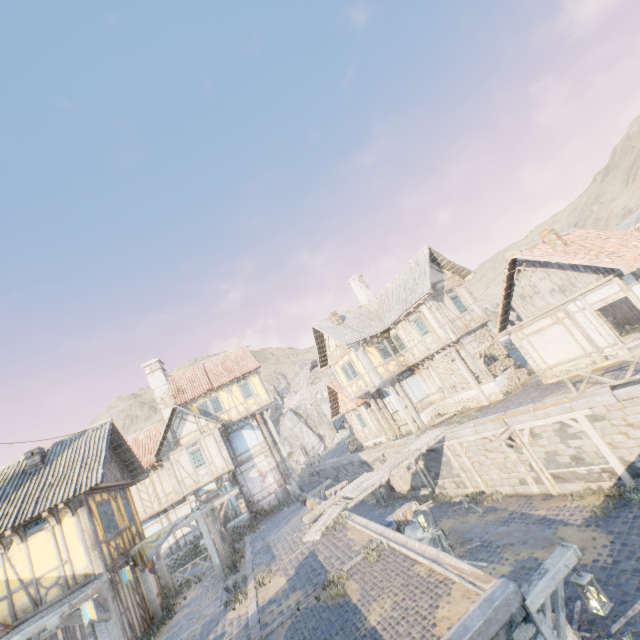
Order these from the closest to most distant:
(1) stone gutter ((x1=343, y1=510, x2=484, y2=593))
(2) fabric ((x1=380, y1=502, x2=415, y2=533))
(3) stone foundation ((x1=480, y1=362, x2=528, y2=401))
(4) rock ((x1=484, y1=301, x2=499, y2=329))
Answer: (1) stone gutter ((x1=343, y1=510, x2=484, y2=593))
(2) fabric ((x1=380, y1=502, x2=415, y2=533))
(3) stone foundation ((x1=480, y1=362, x2=528, y2=401))
(4) rock ((x1=484, y1=301, x2=499, y2=329))

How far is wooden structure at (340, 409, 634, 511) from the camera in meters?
11.3

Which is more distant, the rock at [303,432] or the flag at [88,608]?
the rock at [303,432]

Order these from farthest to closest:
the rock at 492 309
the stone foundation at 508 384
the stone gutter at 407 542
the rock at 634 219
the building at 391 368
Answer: the rock at 492 309 → the rock at 634 219 → the building at 391 368 → the stone foundation at 508 384 → the stone gutter at 407 542

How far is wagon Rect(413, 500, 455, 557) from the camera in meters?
12.1

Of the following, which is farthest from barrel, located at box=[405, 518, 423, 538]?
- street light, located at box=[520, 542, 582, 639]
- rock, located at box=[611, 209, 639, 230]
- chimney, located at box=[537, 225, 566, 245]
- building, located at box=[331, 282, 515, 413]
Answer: rock, located at box=[611, 209, 639, 230]

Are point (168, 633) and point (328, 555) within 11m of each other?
yes

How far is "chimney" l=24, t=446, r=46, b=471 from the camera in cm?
1365
